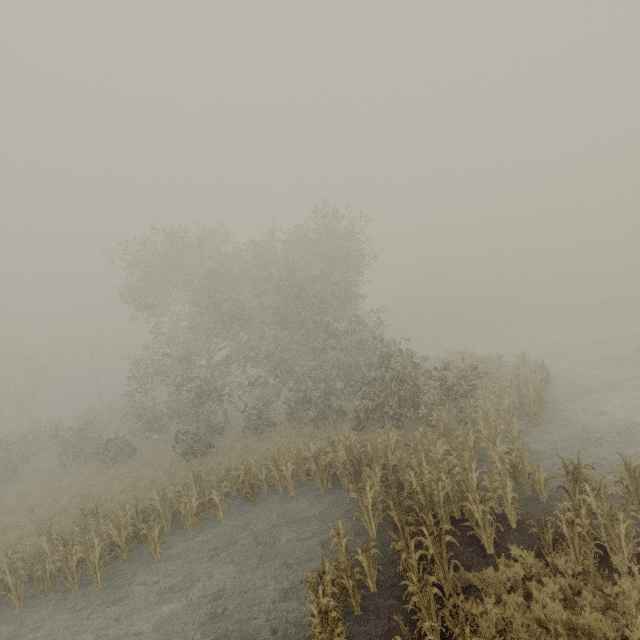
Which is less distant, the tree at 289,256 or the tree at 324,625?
the tree at 324,625

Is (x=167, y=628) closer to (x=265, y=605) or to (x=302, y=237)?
(x=265, y=605)

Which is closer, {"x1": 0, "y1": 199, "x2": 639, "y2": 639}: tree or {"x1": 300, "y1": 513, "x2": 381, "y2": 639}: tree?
{"x1": 300, "y1": 513, "x2": 381, "y2": 639}: tree
